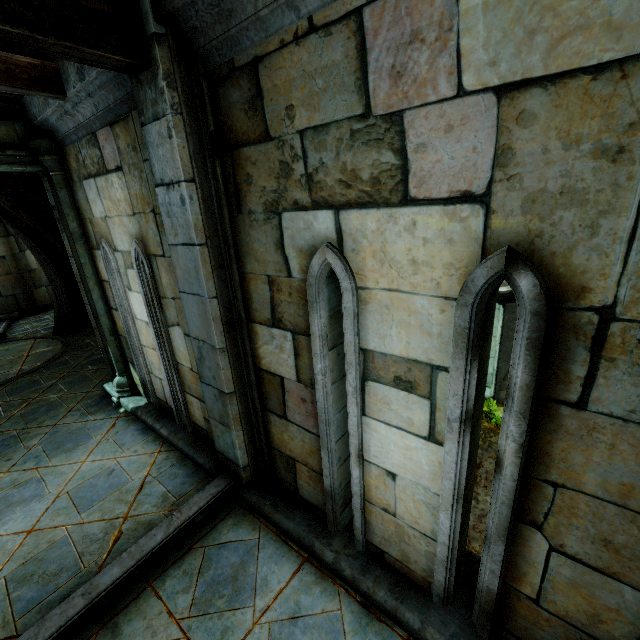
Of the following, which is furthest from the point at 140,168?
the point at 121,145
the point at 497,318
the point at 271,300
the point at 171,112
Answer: the point at 497,318

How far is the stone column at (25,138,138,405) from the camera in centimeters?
410cm

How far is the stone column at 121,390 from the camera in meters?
4.1 m
